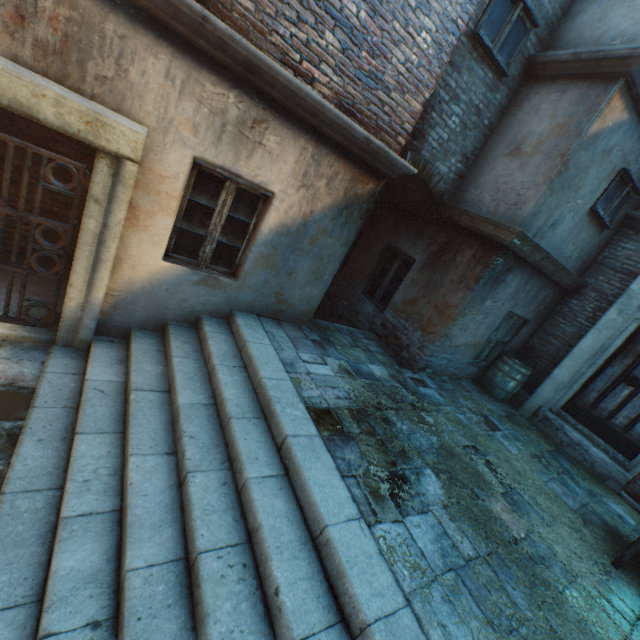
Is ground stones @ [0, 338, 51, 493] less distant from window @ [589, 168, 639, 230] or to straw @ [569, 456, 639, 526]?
straw @ [569, 456, 639, 526]

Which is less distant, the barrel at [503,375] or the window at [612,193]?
the window at [612,193]

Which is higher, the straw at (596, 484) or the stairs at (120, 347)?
the straw at (596, 484)

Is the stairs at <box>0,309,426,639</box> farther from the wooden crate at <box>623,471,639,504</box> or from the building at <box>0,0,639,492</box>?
the wooden crate at <box>623,471,639,504</box>

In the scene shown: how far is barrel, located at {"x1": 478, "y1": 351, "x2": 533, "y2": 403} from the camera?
6.7 meters

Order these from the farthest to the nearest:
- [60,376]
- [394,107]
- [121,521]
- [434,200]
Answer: [434,200], [394,107], [60,376], [121,521]

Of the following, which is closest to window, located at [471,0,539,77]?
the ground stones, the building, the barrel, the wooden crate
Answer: the building

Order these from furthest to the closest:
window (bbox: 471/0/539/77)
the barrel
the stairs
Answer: the barrel → window (bbox: 471/0/539/77) → the stairs
